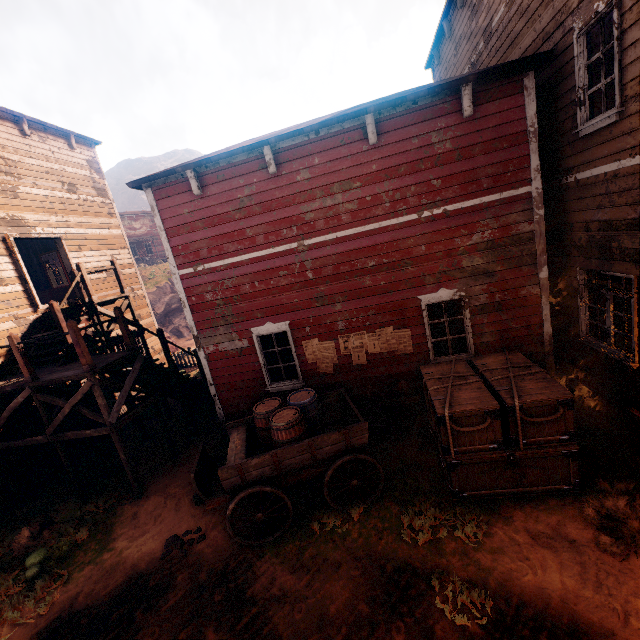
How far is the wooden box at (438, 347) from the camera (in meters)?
7.64

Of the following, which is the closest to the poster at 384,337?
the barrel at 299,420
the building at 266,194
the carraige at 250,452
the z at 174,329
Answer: the building at 266,194

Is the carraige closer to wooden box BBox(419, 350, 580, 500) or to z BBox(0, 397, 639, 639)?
z BBox(0, 397, 639, 639)

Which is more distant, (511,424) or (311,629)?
(511,424)

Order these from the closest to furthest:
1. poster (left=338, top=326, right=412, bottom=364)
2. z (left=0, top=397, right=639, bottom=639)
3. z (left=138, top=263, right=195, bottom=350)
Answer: z (left=0, top=397, right=639, bottom=639) → poster (left=338, top=326, right=412, bottom=364) → z (left=138, top=263, right=195, bottom=350)

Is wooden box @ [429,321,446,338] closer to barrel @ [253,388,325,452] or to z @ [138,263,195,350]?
z @ [138,263,195,350]

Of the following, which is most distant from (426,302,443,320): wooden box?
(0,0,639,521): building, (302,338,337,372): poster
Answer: (302,338,337,372): poster

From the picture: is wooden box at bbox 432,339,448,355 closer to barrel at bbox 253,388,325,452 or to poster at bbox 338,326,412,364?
poster at bbox 338,326,412,364
